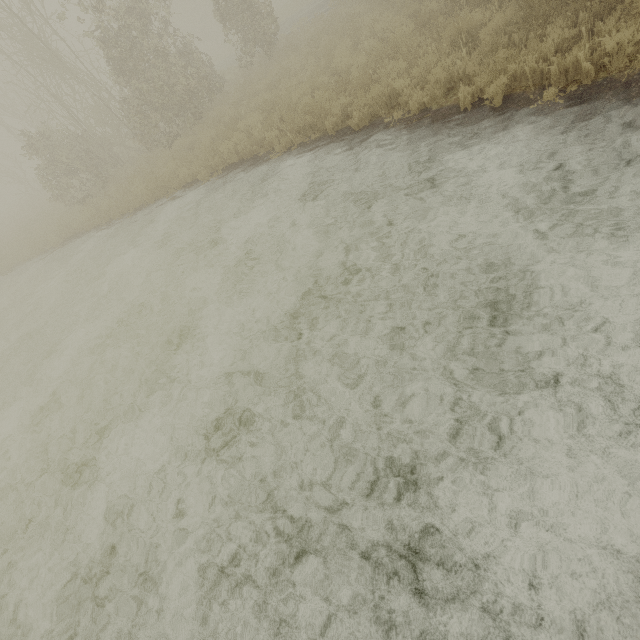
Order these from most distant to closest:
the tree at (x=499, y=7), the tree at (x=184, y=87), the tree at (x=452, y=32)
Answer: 1. the tree at (x=184, y=87)
2. the tree at (x=452, y=32)
3. the tree at (x=499, y=7)

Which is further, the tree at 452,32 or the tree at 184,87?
the tree at 184,87

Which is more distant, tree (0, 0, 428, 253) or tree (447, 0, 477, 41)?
tree (0, 0, 428, 253)

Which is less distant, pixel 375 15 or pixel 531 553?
pixel 531 553

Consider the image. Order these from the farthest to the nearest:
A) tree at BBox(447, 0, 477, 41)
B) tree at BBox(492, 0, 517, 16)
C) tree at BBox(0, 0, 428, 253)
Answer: tree at BBox(0, 0, 428, 253), tree at BBox(447, 0, 477, 41), tree at BBox(492, 0, 517, 16)

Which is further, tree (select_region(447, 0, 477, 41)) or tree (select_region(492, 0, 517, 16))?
tree (select_region(447, 0, 477, 41))
